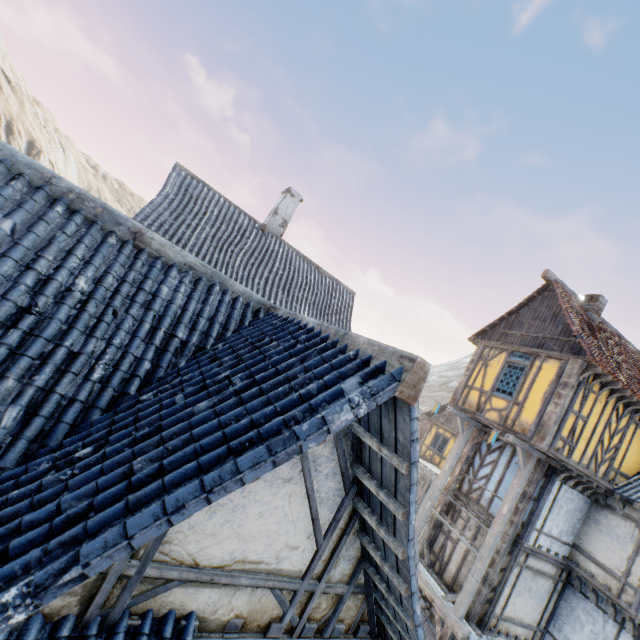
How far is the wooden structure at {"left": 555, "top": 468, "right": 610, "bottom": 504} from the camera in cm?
1048

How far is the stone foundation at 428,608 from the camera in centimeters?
1085cm

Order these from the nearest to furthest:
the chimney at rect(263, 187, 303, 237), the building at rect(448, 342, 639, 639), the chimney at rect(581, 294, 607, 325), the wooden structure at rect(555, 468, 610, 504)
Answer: the building at rect(448, 342, 639, 639) < the wooden structure at rect(555, 468, 610, 504) < the chimney at rect(581, 294, 607, 325) < the chimney at rect(263, 187, 303, 237)

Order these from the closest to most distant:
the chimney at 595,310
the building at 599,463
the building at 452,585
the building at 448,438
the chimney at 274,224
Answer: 1. the building at 599,463
2. the building at 452,585
3. the chimney at 595,310
4. the chimney at 274,224
5. the building at 448,438

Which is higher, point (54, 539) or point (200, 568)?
point (54, 539)

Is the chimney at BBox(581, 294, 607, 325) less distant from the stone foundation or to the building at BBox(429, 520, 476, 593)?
the building at BBox(429, 520, 476, 593)

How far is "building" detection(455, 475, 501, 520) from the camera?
11.67m
